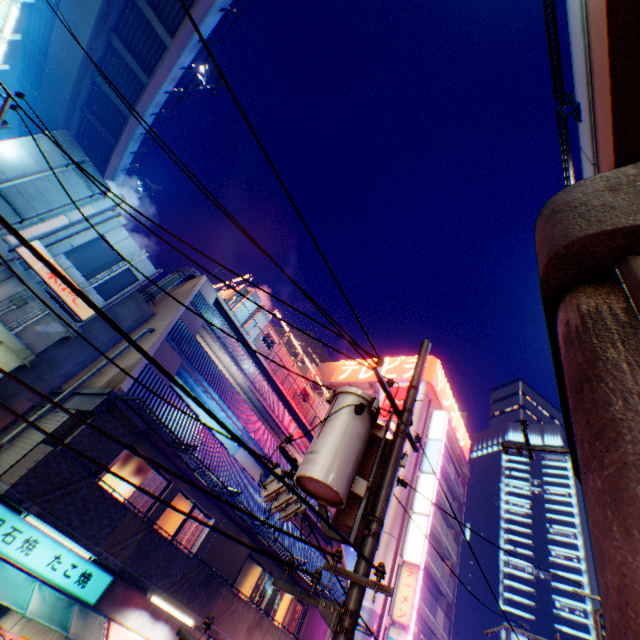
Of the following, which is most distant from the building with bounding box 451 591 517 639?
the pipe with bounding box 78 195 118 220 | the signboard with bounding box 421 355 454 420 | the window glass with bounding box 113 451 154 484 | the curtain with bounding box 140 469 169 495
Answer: the pipe with bounding box 78 195 118 220

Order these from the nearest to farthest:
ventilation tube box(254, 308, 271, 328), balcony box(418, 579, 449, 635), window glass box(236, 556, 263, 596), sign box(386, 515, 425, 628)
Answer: window glass box(236, 556, 263, 596) < sign box(386, 515, 425, 628) < ventilation tube box(254, 308, 271, 328) < balcony box(418, 579, 449, 635)

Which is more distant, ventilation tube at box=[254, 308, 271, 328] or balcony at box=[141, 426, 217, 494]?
ventilation tube at box=[254, 308, 271, 328]

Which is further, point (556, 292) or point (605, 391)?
point (556, 292)

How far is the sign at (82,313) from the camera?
10.23m

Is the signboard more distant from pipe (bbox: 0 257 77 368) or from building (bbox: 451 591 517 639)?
building (bbox: 451 591 517 639)

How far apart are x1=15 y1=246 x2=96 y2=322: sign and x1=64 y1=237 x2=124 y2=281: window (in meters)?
0.46

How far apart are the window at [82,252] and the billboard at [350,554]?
22.4 meters
